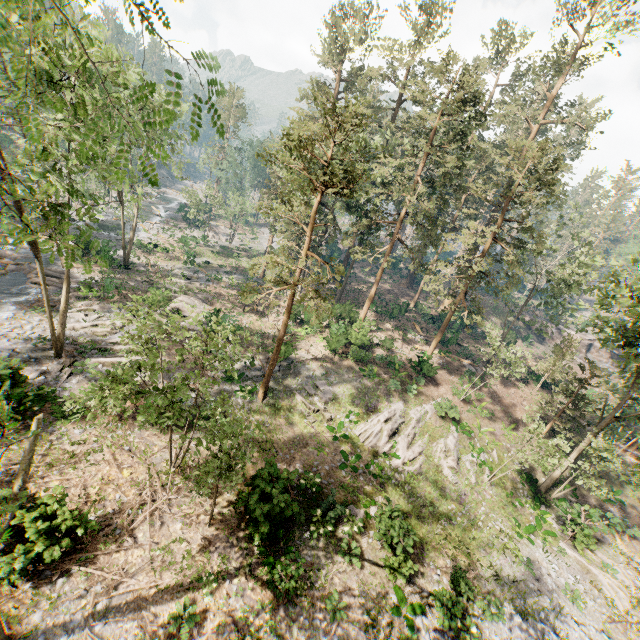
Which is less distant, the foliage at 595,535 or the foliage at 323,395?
the foliage at 595,535

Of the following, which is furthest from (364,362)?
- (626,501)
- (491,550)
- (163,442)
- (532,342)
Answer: (532,342)

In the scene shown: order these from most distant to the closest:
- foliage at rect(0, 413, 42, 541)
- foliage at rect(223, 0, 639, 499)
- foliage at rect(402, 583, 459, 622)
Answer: foliage at rect(223, 0, 639, 499) → foliage at rect(402, 583, 459, 622) → foliage at rect(0, 413, 42, 541)

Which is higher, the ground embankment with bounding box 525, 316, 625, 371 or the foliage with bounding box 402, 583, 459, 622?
the ground embankment with bounding box 525, 316, 625, 371

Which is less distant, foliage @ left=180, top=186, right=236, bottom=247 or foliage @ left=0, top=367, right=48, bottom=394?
foliage @ left=0, top=367, right=48, bottom=394

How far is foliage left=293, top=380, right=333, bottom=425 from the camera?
22.2m

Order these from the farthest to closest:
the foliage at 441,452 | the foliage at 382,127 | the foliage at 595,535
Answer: the foliage at 441,452 < the foliage at 595,535 < the foliage at 382,127
